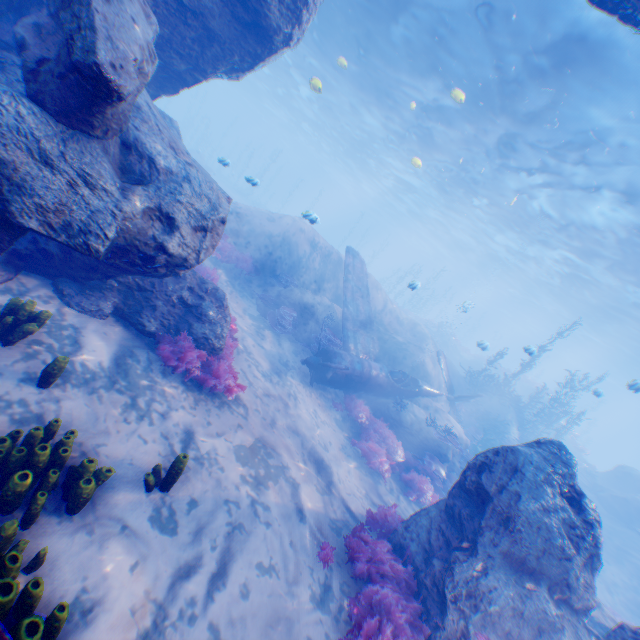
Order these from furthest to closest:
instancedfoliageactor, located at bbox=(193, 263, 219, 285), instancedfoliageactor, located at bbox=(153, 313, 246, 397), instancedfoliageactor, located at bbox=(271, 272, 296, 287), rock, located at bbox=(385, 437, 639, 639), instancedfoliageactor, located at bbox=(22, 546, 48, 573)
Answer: instancedfoliageactor, located at bbox=(271, 272, 296, 287) < instancedfoliageactor, located at bbox=(193, 263, 219, 285) < instancedfoliageactor, located at bbox=(153, 313, 246, 397) < rock, located at bbox=(385, 437, 639, 639) < instancedfoliageactor, located at bbox=(22, 546, 48, 573)

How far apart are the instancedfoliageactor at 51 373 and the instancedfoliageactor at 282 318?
8.6m

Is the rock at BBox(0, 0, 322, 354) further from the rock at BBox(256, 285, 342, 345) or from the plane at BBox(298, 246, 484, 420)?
the rock at BBox(256, 285, 342, 345)

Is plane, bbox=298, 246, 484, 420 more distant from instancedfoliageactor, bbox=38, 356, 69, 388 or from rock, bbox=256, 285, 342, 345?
instancedfoliageactor, bbox=38, 356, 69, 388

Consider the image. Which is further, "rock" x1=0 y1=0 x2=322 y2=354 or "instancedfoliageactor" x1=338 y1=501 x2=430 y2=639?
"instancedfoliageactor" x1=338 y1=501 x2=430 y2=639

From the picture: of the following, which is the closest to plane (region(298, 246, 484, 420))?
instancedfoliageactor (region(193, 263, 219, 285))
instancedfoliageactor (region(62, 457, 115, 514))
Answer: instancedfoliageactor (region(193, 263, 219, 285))

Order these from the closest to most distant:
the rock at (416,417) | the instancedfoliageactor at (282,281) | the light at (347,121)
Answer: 1. the light at (347,121)
2. the rock at (416,417)
3. the instancedfoliageactor at (282,281)

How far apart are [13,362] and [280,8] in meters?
8.5 m
